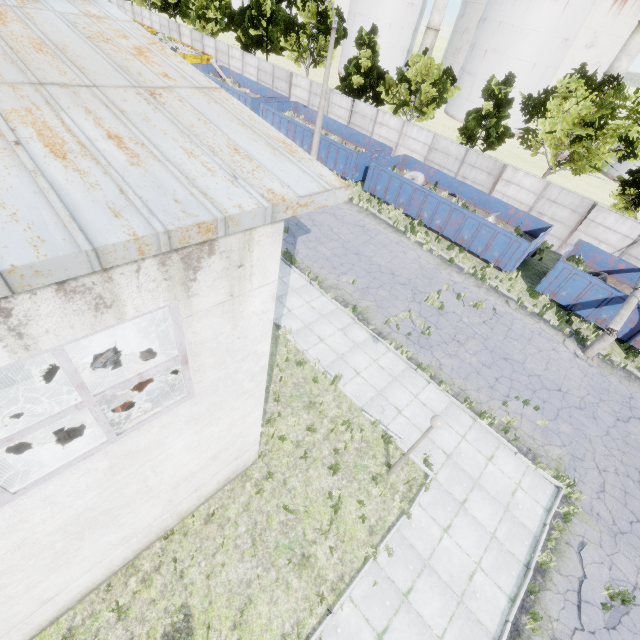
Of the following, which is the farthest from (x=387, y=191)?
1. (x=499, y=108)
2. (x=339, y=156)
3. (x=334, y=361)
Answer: (x=334, y=361)

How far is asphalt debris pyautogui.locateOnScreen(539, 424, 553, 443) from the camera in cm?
1142

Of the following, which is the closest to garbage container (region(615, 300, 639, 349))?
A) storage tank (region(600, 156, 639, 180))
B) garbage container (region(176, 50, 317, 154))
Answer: garbage container (region(176, 50, 317, 154))

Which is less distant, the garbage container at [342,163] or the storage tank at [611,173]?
the garbage container at [342,163]

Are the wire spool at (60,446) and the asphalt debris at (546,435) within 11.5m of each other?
no

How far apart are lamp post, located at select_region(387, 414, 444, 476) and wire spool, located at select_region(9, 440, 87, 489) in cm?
785

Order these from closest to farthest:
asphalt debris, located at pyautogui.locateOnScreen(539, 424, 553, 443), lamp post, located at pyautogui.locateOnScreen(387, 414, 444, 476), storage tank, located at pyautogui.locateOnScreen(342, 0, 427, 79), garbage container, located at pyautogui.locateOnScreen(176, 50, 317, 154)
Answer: lamp post, located at pyautogui.locateOnScreen(387, 414, 444, 476) → asphalt debris, located at pyautogui.locateOnScreen(539, 424, 553, 443) → garbage container, located at pyautogui.locateOnScreen(176, 50, 317, 154) → storage tank, located at pyautogui.locateOnScreen(342, 0, 427, 79)

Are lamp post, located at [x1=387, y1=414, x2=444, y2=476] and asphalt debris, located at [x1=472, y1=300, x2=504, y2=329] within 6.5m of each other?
no
